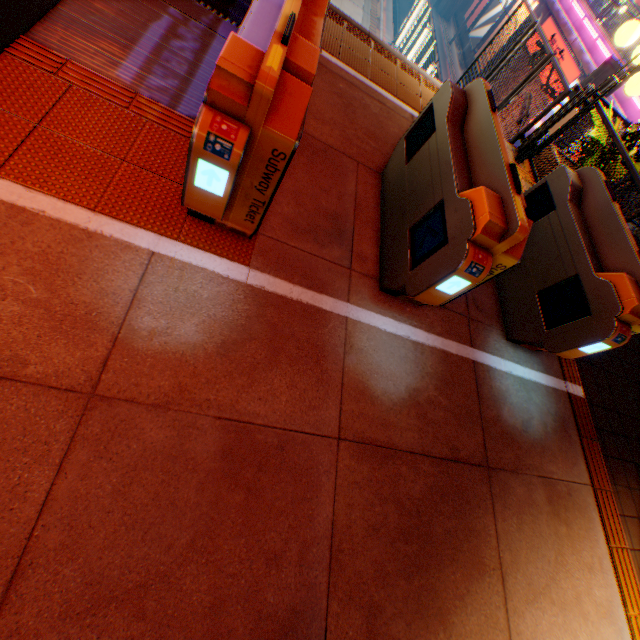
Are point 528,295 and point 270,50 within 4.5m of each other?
yes

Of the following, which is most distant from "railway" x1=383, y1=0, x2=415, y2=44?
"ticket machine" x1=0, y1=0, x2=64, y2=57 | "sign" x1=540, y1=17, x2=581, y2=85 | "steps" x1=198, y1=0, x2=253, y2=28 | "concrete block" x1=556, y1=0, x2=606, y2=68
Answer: "ticket machine" x1=0, y1=0, x2=64, y2=57

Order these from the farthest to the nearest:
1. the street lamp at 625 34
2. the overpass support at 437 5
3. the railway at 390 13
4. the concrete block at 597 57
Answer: the overpass support at 437 5 < the railway at 390 13 < the concrete block at 597 57 < the street lamp at 625 34

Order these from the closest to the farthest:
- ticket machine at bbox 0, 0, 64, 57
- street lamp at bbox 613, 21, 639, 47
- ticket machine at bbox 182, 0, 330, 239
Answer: ticket machine at bbox 182, 0, 330, 239
ticket machine at bbox 0, 0, 64, 57
street lamp at bbox 613, 21, 639, 47

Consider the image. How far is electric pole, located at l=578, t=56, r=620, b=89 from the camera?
12.16m

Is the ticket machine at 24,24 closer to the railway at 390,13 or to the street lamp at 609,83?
the street lamp at 609,83

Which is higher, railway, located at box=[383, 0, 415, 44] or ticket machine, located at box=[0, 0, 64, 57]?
ticket machine, located at box=[0, 0, 64, 57]

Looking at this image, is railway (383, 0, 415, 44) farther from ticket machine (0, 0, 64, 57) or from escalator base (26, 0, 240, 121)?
ticket machine (0, 0, 64, 57)
